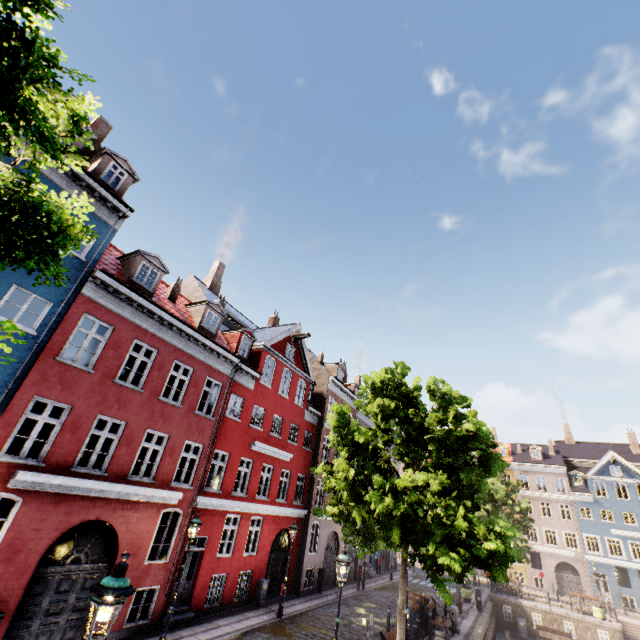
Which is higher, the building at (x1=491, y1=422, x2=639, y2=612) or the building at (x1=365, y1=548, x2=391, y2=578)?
the building at (x1=491, y1=422, x2=639, y2=612)

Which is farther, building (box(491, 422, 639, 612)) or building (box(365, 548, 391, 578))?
building (box(491, 422, 639, 612))

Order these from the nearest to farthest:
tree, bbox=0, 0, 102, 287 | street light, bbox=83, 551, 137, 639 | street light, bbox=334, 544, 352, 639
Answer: tree, bbox=0, 0, 102, 287
street light, bbox=83, 551, 137, 639
street light, bbox=334, 544, 352, 639

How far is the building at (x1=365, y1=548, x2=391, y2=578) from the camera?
28.2m

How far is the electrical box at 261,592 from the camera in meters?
16.4 m

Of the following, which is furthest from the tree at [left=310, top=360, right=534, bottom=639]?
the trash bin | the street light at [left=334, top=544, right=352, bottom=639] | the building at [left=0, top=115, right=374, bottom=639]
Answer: the trash bin

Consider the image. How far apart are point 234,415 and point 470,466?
21.9m

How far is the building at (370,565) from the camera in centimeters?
2823cm
